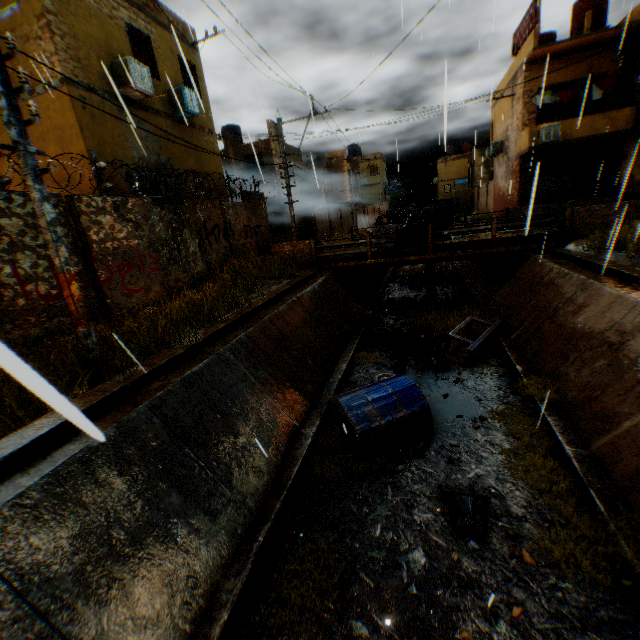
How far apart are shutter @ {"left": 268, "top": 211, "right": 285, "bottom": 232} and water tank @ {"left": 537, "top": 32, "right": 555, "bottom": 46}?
18.4m

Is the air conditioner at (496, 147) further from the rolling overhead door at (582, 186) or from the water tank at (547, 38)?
the water tank at (547, 38)

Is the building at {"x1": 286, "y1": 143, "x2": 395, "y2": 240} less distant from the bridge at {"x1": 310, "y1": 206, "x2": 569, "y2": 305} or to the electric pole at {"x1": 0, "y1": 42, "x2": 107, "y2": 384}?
the bridge at {"x1": 310, "y1": 206, "x2": 569, "y2": 305}

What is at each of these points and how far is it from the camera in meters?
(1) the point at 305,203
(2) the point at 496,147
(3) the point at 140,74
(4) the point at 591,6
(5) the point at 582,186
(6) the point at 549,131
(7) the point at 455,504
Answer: (1) building, 26.9 m
(2) air conditioner, 24.0 m
(3) building, 10.1 m
(4) water tank, 17.6 m
(5) rolling overhead door, 19.5 m
(6) air conditioner, 17.3 m
(7) trash bag, 5.0 m

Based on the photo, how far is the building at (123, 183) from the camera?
9.9 meters

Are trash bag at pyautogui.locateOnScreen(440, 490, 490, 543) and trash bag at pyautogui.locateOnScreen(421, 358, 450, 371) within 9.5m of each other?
yes

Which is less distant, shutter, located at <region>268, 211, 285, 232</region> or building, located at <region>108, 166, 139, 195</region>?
building, located at <region>108, 166, 139, 195</region>

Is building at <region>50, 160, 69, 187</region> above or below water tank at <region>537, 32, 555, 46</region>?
below
